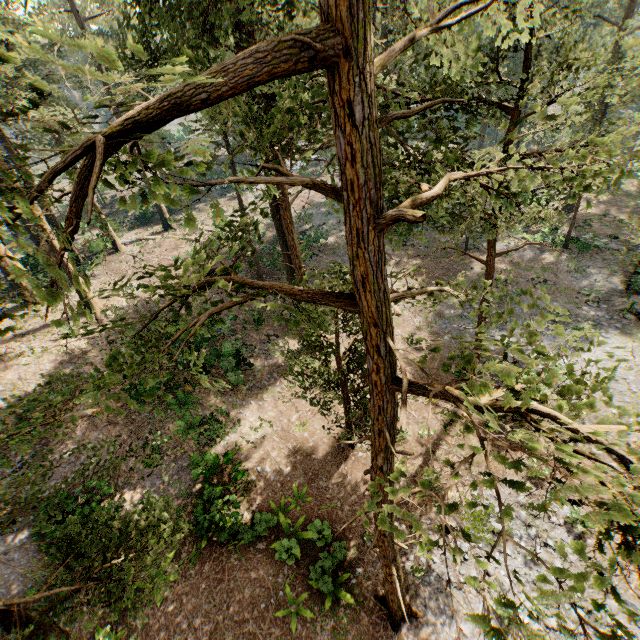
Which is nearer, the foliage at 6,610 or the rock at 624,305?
the foliage at 6,610

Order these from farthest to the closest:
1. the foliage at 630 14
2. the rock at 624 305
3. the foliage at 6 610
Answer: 1. the rock at 624 305
2. the foliage at 6 610
3. the foliage at 630 14

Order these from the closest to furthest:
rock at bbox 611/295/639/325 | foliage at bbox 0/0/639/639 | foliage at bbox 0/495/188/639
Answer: foliage at bbox 0/0/639/639
foliage at bbox 0/495/188/639
rock at bbox 611/295/639/325

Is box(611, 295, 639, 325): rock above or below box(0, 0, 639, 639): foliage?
below

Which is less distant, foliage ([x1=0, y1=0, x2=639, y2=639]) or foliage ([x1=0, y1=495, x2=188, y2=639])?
foliage ([x1=0, y1=0, x2=639, y2=639])

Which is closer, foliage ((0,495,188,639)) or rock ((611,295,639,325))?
foliage ((0,495,188,639))

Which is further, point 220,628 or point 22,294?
point 22,294
